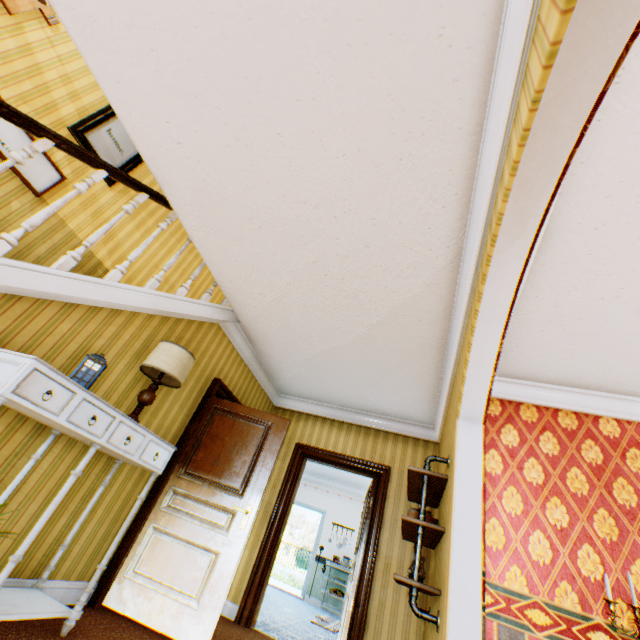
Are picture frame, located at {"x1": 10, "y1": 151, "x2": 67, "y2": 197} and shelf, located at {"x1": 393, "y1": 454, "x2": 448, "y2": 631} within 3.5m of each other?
no

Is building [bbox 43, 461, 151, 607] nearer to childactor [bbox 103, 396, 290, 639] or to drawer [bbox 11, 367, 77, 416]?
childactor [bbox 103, 396, 290, 639]

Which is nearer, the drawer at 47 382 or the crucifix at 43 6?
the drawer at 47 382

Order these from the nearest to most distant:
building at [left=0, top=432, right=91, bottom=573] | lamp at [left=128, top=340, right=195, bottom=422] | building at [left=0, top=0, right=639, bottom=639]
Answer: building at [left=0, top=0, right=639, bottom=639] → building at [left=0, top=432, right=91, bottom=573] → lamp at [left=128, top=340, right=195, bottom=422]

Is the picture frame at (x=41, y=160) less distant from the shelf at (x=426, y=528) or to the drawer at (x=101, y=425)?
the drawer at (x=101, y=425)

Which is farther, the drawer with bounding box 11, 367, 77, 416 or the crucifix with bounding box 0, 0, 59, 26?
the crucifix with bounding box 0, 0, 59, 26

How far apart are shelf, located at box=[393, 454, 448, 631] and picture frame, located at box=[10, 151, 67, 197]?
5.00m

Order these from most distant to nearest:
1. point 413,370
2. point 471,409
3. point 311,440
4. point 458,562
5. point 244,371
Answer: point 311,440 → point 244,371 → point 413,370 → point 471,409 → point 458,562
